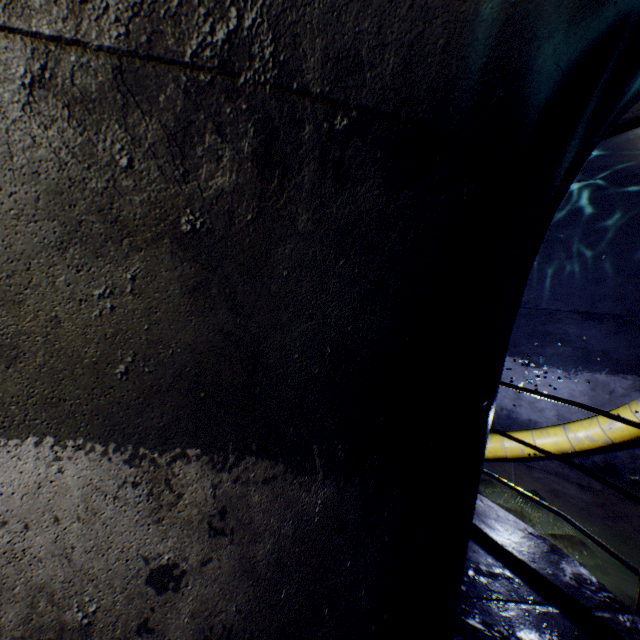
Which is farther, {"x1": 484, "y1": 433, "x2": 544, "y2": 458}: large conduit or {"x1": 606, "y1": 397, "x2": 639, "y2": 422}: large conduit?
{"x1": 484, "y1": 433, "x2": 544, "y2": 458}: large conduit

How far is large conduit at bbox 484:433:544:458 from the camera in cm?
527

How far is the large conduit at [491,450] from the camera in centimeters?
527cm

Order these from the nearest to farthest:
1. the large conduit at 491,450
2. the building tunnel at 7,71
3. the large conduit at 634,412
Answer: the building tunnel at 7,71, the large conduit at 634,412, the large conduit at 491,450

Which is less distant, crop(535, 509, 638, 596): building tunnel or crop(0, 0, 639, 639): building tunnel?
crop(0, 0, 639, 639): building tunnel

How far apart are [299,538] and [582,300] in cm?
617

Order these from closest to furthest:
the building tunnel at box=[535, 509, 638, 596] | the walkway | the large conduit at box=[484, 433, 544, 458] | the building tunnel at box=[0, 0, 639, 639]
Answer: the building tunnel at box=[0, 0, 639, 639]
the walkway
the building tunnel at box=[535, 509, 638, 596]
the large conduit at box=[484, 433, 544, 458]
